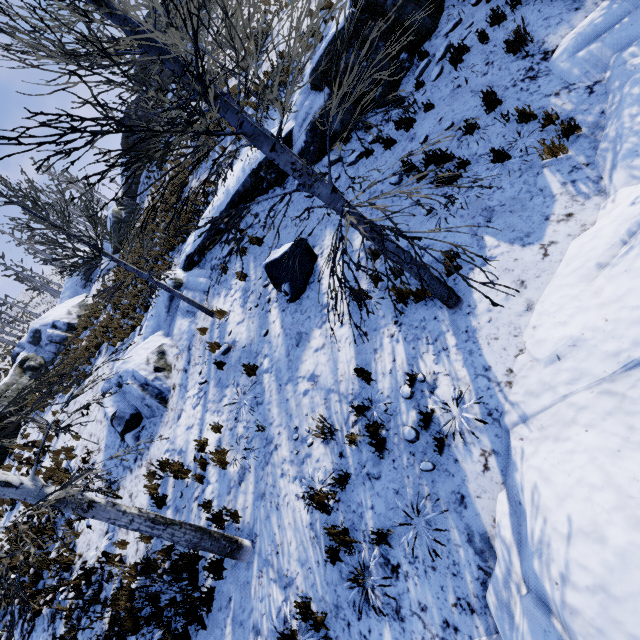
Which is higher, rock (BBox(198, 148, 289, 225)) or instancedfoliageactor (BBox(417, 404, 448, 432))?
rock (BBox(198, 148, 289, 225))

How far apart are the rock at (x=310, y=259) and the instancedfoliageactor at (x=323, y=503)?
4.1m

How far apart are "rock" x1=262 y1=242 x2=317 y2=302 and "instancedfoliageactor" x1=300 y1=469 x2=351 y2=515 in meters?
4.1

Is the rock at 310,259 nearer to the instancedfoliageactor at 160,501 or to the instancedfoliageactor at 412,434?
the instancedfoliageactor at 160,501

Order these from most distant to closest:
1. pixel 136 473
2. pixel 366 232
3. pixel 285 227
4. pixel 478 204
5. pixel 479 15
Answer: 1. pixel 285 227
2. pixel 136 473
3. pixel 479 15
4. pixel 478 204
5. pixel 366 232

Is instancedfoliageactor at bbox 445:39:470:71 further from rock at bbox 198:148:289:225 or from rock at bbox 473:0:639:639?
rock at bbox 473:0:639:639

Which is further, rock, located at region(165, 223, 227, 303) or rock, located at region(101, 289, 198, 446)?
rock, located at region(165, 223, 227, 303)
